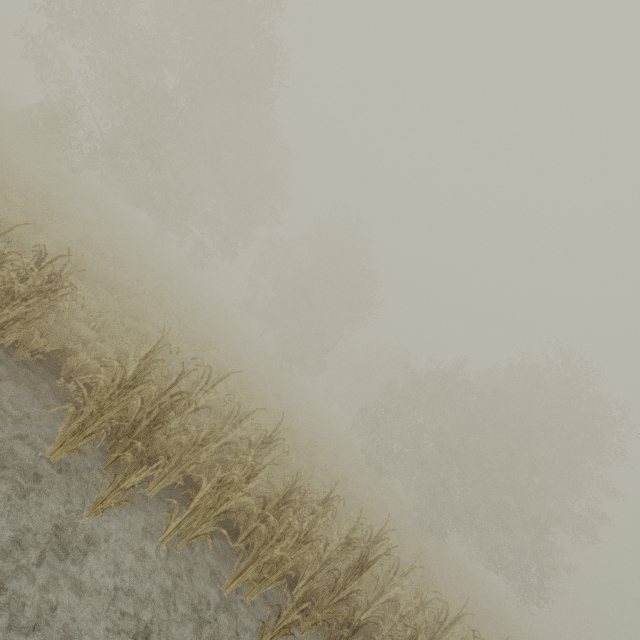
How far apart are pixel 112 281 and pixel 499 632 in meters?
24.8
